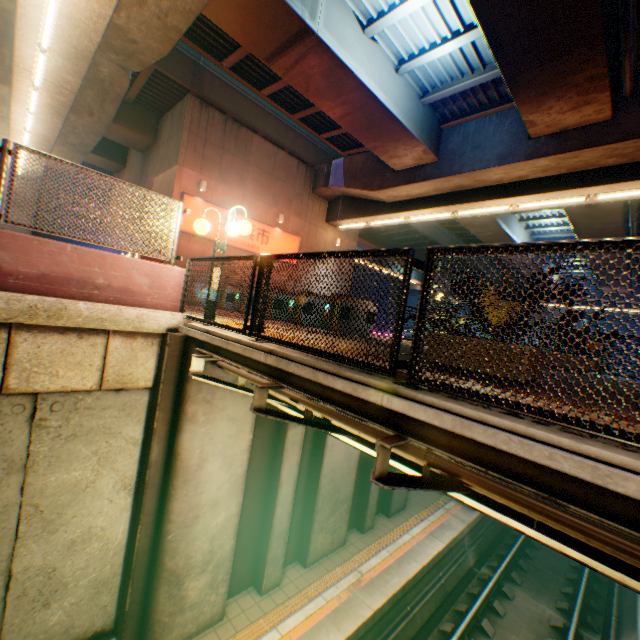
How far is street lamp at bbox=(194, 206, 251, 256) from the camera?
5.8m

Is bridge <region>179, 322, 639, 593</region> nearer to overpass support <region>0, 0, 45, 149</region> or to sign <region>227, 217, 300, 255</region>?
overpass support <region>0, 0, 45, 149</region>

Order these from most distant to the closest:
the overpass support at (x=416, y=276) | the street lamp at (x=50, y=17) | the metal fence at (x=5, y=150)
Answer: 1. the overpass support at (x=416, y=276)
2. the street lamp at (x=50, y=17)
3. the metal fence at (x=5, y=150)

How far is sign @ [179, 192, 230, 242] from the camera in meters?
13.7

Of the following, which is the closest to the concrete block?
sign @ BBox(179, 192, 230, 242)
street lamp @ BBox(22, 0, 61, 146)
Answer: street lamp @ BBox(22, 0, 61, 146)

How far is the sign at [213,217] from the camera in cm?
1373

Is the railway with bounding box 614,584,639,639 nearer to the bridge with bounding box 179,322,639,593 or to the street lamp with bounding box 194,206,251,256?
the bridge with bounding box 179,322,639,593

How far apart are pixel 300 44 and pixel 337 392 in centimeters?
982cm
